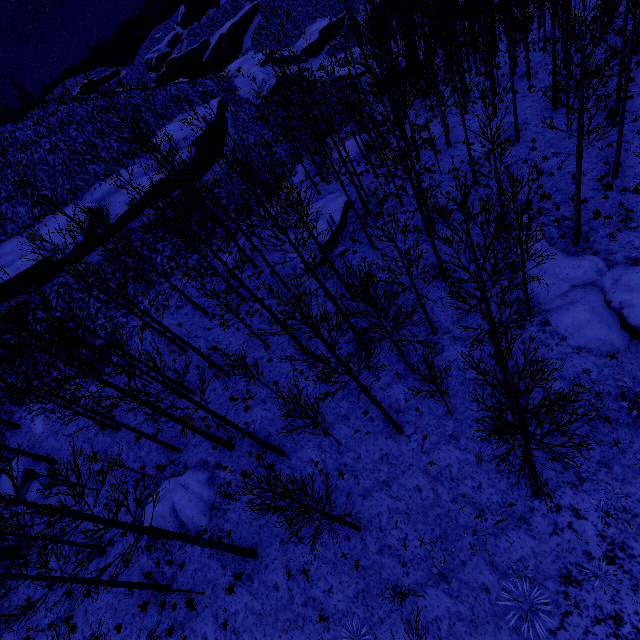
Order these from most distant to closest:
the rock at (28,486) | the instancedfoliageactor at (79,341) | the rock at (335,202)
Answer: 1. the rock at (335,202)
2. the rock at (28,486)
3. the instancedfoliageactor at (79,341)

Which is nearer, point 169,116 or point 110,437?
point 110,437

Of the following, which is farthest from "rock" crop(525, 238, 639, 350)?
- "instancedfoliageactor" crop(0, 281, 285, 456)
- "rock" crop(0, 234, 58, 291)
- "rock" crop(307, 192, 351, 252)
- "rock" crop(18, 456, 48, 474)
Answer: "rock" crop(0, 234, 58, 291)

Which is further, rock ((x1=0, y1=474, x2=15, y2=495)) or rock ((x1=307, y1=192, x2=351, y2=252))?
rock ((x1=307, y1=192, x2=351, y2=252))

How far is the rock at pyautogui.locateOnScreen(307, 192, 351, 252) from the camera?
20.2 meters

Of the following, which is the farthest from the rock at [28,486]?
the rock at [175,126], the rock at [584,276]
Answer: the rock at [584,276]

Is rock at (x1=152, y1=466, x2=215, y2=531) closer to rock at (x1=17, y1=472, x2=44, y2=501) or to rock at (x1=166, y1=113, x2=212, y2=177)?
rock at (x1=17, y1=472, x2=44, y2=501)

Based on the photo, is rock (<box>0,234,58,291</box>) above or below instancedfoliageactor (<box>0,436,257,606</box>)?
above
